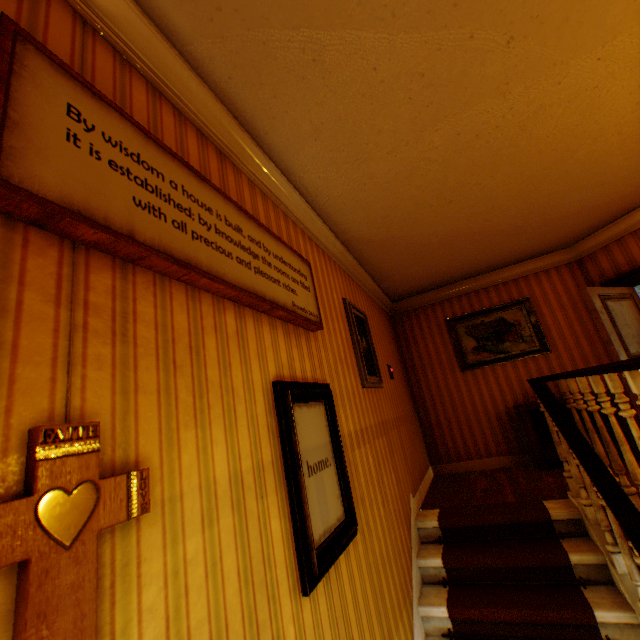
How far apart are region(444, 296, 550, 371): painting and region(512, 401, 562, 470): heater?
0.8m

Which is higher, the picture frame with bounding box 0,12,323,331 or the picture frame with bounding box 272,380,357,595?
the picture frame with bounding box 0,12,323,331

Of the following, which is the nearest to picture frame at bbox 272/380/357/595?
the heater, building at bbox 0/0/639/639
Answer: building at bbox 0/0/639/639

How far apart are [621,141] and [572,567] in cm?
391

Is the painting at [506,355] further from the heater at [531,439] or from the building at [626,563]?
the heater at [531,439]

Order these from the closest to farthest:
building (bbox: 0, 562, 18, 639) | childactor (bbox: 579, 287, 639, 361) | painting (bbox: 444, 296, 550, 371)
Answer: building (bbox: 0, 562, 18, 639) → childactor (bbox: 579, 287, 639, 361) → painting (bbox: 444, 296, 550, 371)

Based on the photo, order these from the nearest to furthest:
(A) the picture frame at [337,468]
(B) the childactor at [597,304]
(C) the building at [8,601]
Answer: (C) the building at [8,601]
(A) the picture frame at [337,468]
(B) the childactor at [597,304]

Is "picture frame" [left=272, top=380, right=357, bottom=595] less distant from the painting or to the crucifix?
the crucifix
